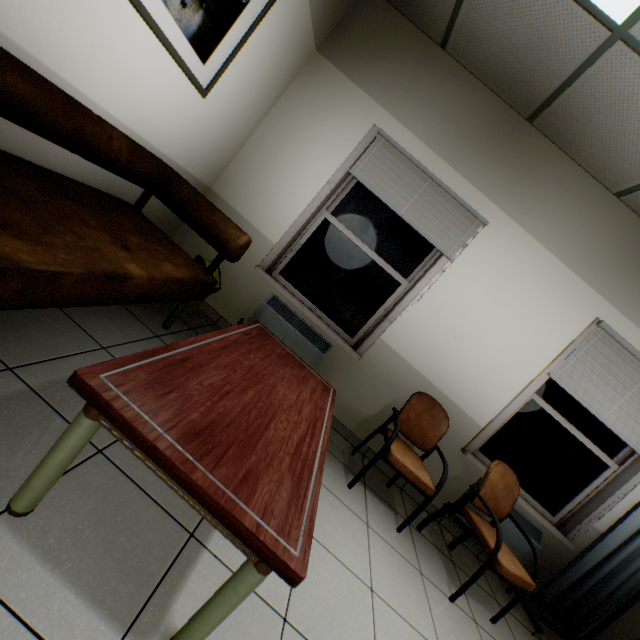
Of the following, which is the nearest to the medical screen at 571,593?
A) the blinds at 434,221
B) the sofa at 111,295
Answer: the blinds at 434,221

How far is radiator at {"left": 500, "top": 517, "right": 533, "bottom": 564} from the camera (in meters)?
3.03

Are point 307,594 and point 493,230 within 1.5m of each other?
no

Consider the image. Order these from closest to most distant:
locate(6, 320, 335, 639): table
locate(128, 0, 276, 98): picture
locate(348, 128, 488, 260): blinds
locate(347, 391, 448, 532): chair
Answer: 1. locate(6, 320, 335, 639): table
2. locate(128, 0, 276, 98): picture
3. locate(347, 391, 448, 532): chair
4. locate(348, 128, 488, 260): blinds

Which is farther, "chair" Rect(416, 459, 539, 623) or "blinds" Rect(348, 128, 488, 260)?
"blinds" Rect(348, 128, 488, 260)

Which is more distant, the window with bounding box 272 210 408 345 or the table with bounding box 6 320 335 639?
the window with bounding box 272 210 408 345

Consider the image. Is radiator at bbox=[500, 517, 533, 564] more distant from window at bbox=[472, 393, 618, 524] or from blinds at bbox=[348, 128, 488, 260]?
blinds at bbox=[348, 128, 488, 260]

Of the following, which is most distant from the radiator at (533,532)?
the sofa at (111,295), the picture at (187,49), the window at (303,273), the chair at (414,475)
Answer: the picture at (187,49)
